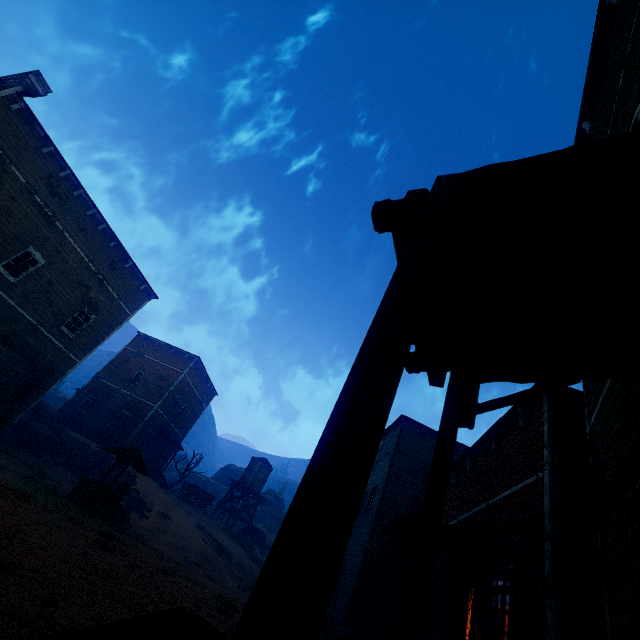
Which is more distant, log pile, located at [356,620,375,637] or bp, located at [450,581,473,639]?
log pile, located at [356,620,375,637]

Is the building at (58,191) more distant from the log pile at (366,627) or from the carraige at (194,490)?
the carraige at (194,490)

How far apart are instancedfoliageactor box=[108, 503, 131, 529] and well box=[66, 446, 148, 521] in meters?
0.8 m

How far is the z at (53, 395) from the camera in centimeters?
4482cm

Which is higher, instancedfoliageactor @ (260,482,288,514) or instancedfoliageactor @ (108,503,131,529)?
instancedfoliageactor @ (260,482,288,514)

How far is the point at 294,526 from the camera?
0.92m

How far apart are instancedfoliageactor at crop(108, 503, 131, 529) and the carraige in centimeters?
1812cm

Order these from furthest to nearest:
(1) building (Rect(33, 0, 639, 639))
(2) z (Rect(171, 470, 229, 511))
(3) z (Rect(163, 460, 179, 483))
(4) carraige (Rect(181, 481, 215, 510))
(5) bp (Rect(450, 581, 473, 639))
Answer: (3) z (Rect(163, 460, 179, 483)), (2) z (Rect(171, 470, 229, 511)), (4) carraige (Rect(181, 481, 215, 510)), (5) bp (Rect(450, 581, 473, 639)), (1) building (Rect(33, 0, 639, 639))
